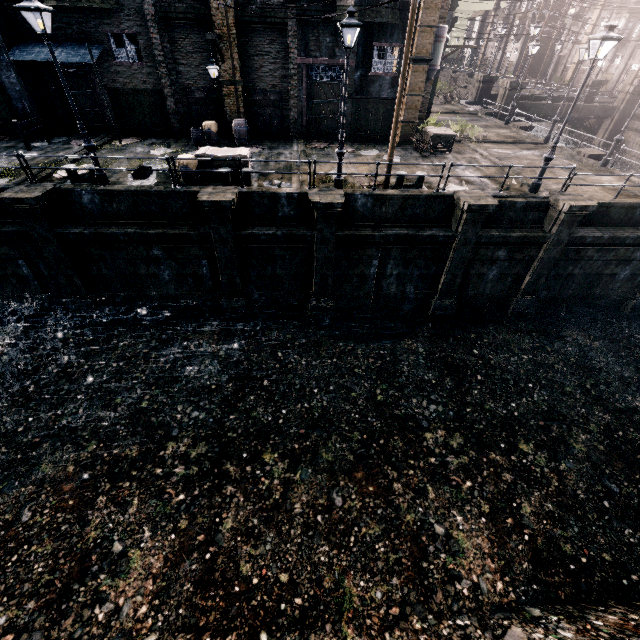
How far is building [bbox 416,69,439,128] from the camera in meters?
23.8

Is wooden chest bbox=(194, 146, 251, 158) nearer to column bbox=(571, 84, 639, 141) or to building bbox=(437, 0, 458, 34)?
building bbox=(437, 0, 458, 34)

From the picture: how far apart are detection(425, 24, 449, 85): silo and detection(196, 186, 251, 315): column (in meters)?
15.27

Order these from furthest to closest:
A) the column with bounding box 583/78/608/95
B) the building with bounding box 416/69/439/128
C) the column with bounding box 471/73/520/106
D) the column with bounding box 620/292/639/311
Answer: the column with bounding box 583/78/608/95, the column with bounding box 471/73/520/106, the building with bounding box 416/69/439/128, the column with bounding box 620/292/639/311

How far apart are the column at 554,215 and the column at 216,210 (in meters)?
14.26

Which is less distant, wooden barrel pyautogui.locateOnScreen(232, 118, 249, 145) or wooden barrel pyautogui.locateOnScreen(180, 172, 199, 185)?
wooden barrel pyautogui.locateOnScreen(180, 172, 199, 185)

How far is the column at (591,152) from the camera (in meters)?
20.95

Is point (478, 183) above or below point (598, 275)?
above
